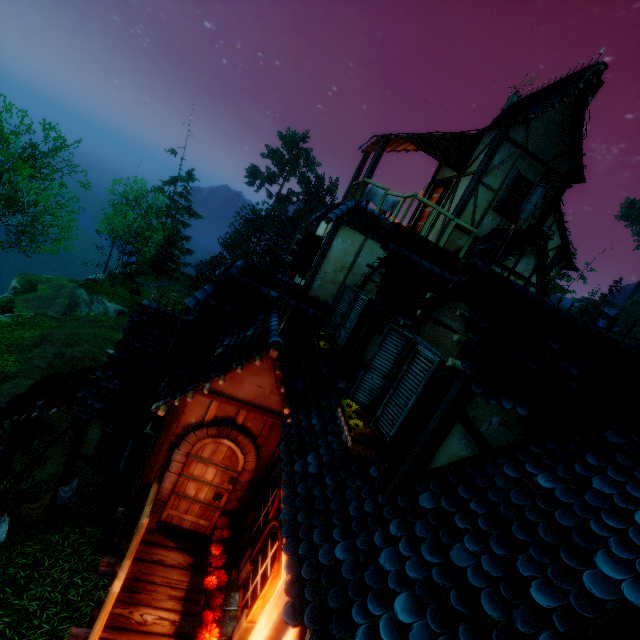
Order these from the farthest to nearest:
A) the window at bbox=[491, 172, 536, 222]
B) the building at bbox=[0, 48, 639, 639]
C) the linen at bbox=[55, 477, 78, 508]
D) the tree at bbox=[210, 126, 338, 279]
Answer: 1. the tree at bbox=[210, 126, 338, 279]
2. the window at bbox=[491, 172, 536, 222]
3. the linen at bbox=[55, 477, 78, 508]
4. the building at bbox=[0, 48, 639, 639]

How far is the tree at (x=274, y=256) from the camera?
42.53m

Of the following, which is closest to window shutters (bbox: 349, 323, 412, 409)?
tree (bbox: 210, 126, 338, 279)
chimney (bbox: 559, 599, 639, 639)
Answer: chimney (bbox: 559, 599, 639, 639)

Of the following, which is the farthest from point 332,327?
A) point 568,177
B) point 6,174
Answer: point 6,174

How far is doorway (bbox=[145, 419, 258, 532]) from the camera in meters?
5.3 m

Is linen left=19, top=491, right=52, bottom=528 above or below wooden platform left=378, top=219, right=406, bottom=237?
below

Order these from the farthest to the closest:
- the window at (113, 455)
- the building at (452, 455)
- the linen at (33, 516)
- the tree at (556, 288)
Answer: the tree at (556, 288) → the window at (113, 455) → the linen at (33, 516) → the building at (452, 455)

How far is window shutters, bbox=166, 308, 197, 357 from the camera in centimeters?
789cm
